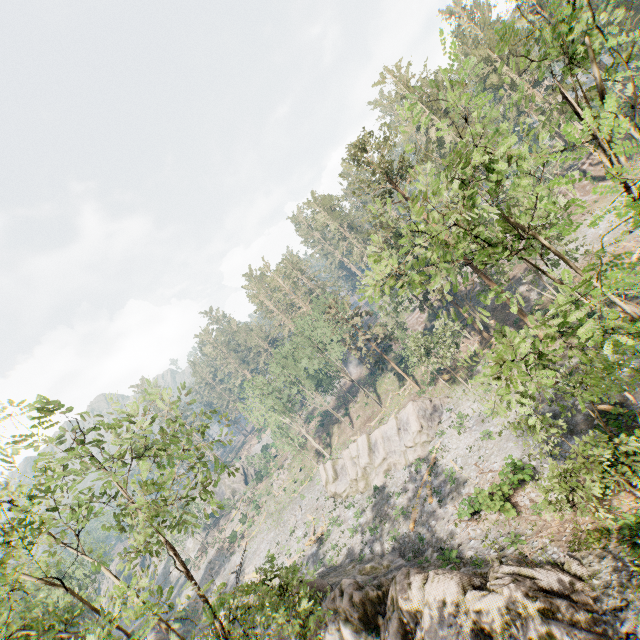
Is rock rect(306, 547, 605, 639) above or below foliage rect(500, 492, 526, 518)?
above

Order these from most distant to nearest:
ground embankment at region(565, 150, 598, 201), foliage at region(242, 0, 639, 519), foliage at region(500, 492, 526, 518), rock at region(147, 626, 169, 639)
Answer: ground embankment at region(565, 150, 598, 201), rock at region(147, 626, 169, 639), foliage at region(500, 492, 526, 518), foliage at region(242, 0, 639, 519)

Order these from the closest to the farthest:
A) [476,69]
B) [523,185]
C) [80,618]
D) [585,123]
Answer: [585,123] < [476,69] < [80,618] < [523,185]

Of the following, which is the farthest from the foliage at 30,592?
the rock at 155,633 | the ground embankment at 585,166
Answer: the rock at 155,633

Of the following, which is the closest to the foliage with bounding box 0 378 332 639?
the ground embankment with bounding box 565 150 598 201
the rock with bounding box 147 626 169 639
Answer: the ground embankment with bounding box 565 150 598 201

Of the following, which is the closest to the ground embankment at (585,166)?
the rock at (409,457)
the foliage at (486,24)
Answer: the foliage at (486,24)

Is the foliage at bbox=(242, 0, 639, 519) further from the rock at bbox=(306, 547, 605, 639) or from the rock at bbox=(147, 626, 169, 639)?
the rock at bbox=(147, 626, 169, 639)

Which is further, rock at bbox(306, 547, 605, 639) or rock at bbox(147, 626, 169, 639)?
rock at bbox(147, 626, 169, 639)
